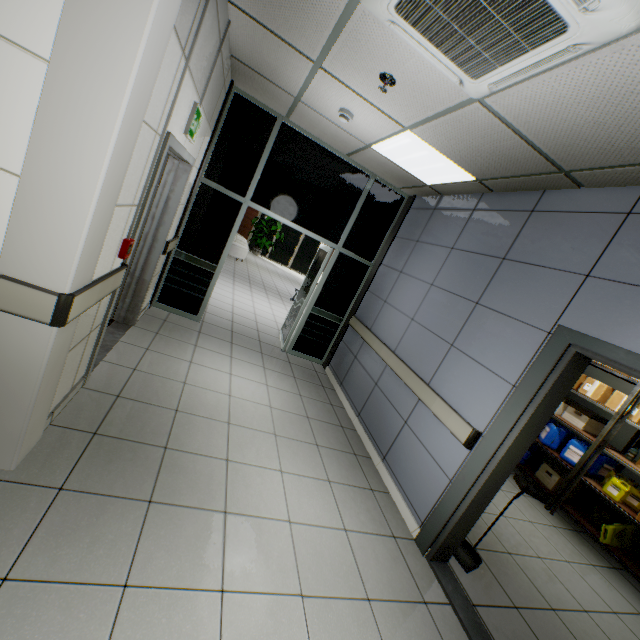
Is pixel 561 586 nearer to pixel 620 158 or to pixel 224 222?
pixel 620 158

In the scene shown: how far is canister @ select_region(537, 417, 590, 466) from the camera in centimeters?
462cm

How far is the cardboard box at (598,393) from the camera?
4.4m

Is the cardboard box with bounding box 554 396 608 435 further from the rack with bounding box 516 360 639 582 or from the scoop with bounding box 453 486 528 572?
the scoop with bounding box 453 486 528 572

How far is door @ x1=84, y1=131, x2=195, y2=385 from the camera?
2.46m

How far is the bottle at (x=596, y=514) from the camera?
4.2 meters

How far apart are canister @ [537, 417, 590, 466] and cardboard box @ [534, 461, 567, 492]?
0.3 meters

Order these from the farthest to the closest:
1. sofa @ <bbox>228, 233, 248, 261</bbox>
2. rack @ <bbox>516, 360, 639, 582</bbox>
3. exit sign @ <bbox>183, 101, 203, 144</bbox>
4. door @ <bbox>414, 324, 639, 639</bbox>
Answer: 1. sofa @ <bbox>228, 233, 248, 261</bbox>
2. rack @ <bbox>516, 360, 639, 582</bbox>
3. exit sign @ <bbox>183, 101, 203, 144</bbox>
4. door @ <bbox>414, 324, 639, 639</bbox>
